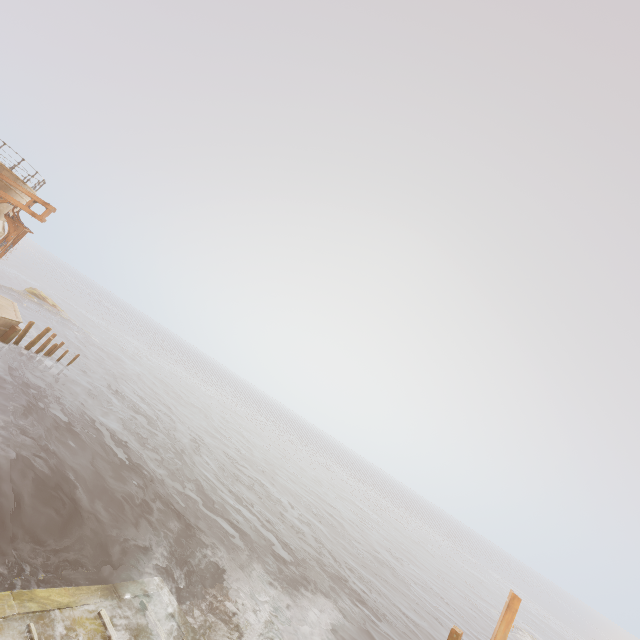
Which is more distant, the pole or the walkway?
the pole

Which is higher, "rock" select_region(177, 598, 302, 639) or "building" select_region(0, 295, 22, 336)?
"building" select_region(0, 295, 22, 336)

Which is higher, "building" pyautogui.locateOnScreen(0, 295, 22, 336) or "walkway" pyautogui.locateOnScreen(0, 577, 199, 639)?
"building" pyautogui.locateOnScreen(0, 295, 22, 336)

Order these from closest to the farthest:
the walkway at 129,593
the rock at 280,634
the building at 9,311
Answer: the walkway at 129,593 < the rock at 280,634 < the building at 9,311

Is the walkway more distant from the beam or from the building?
the beam

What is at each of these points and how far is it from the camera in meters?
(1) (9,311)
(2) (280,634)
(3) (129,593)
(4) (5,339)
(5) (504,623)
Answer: (1) building, 21.0
(2) rock, 11.7
(3) walkway, 8.6
(4) beam, 19.6
(5) pole, 10.5

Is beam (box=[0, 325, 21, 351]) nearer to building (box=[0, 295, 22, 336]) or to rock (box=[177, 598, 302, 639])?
building (box=[0, 295, 22, 336])

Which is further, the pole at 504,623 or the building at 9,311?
the building at 9,311
